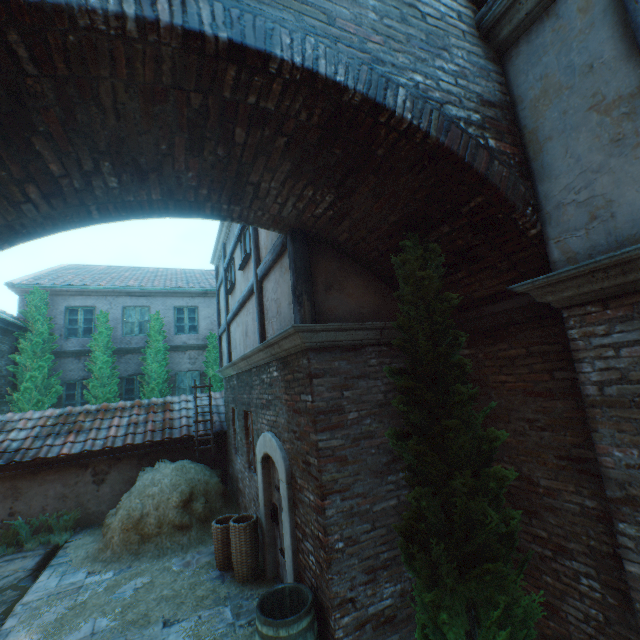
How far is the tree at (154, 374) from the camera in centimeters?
1272cm

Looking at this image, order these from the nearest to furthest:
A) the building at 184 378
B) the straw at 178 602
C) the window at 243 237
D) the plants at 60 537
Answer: the straw at 178 602 → the window at 243 237 → the plants at 60 537 → the building at 184 378

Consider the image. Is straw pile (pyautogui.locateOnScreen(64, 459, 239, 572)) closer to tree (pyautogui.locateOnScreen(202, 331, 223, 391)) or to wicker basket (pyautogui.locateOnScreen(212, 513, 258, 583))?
wicker basket (pyautogui.locateOnScreen(212, 513, 258, 583))

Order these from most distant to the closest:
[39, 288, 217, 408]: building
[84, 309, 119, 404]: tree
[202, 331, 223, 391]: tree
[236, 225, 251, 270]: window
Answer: [202, 331, 223, 391]: tree, [39, 288, 217, 408]: building, [84, 309, 119, 404]: tree, [236, 225, 251, 270]: window

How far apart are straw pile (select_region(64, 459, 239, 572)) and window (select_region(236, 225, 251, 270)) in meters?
5.3

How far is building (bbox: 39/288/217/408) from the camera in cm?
1268

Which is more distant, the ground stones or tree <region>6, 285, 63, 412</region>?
tree <region>6, 285, 63, 412</region>

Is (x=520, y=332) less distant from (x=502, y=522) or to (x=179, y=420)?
(x=502, y=522)
